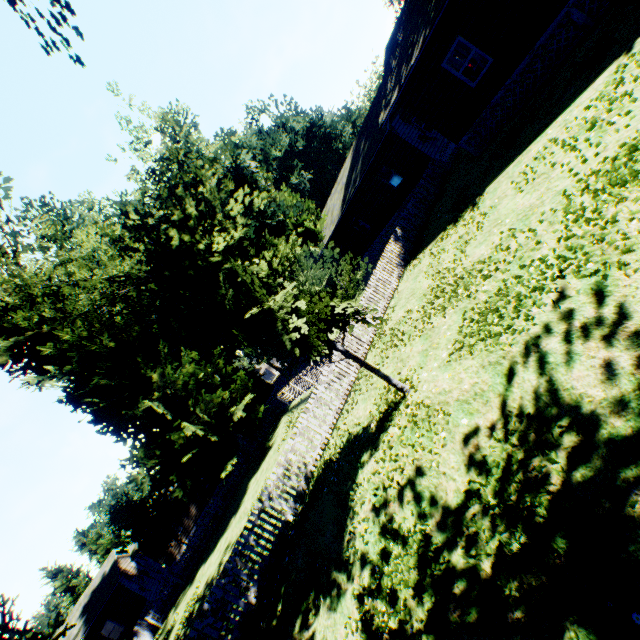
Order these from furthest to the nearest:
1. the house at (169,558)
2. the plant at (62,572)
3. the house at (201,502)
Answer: the plant at (62,572), the house at (201,502), the house at (169,558)

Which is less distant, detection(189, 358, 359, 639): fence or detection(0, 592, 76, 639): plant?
detection(189, 358, 359, 639): fence

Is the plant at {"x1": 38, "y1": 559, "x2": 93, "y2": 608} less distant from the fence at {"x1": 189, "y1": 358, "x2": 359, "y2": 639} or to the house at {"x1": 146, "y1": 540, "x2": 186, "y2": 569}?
the house at {"x1": 146, "y1": 540, "x2": 186, "y2": 569}

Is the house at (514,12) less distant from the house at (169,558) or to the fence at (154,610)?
the fence at (154,610)

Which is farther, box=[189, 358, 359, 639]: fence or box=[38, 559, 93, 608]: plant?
box=[38, 559, 93, 608]: plant

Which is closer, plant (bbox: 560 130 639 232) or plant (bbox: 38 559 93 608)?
plant (bbox: 560 130 639 232)

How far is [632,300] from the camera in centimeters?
389cm

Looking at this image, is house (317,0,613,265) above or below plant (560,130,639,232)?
above
